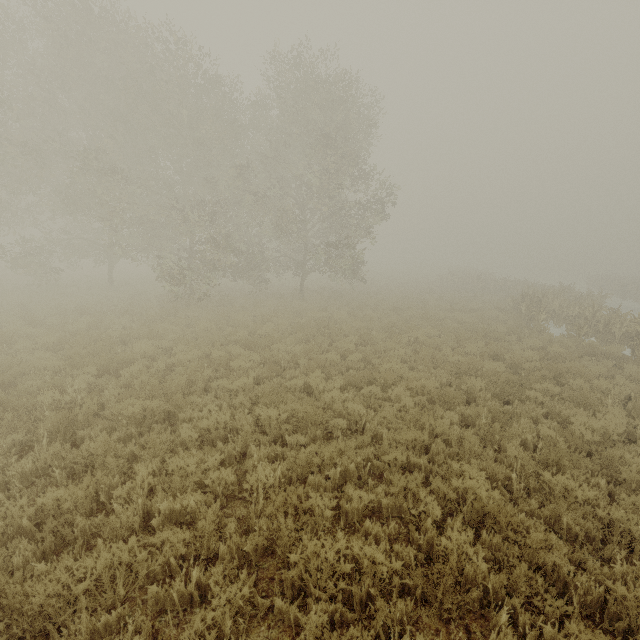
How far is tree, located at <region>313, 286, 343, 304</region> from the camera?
21.4m

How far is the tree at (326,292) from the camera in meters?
21.4

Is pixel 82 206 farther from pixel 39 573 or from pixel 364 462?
pixel 364 462
